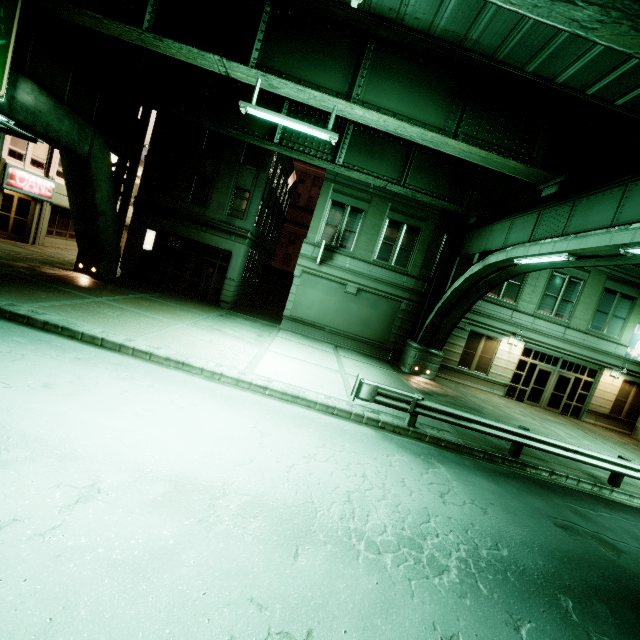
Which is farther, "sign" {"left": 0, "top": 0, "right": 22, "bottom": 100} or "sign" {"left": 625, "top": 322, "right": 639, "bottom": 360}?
"sign" {"left": 625, "top": 322, "right": 639, "bottom": 360}

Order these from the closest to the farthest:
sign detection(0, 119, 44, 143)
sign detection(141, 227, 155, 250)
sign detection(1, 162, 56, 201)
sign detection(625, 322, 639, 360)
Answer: sign detection(0, 119, 44, 143) < sign detection(1, 162, 56, 201) < sign detection(625, 322, 639, 360) < sign detection(141, 227, 155, 250)

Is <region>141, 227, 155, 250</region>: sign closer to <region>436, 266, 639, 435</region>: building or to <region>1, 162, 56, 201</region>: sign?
<region>1, 162, 56, 201</region>: sign

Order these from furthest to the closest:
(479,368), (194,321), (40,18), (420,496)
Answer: (479,368), (40,18), (194,321), (420,496)

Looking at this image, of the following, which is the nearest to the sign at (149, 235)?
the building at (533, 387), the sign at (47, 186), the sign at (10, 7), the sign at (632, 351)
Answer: the sign at (47, 186)

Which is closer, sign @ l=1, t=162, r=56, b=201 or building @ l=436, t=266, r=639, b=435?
sign @ l=1, t=162, r=56, b=201

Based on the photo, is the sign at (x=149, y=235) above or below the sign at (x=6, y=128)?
below

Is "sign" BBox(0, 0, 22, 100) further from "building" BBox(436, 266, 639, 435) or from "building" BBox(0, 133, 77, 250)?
"building" BBox(436, 266, 639, 435)
